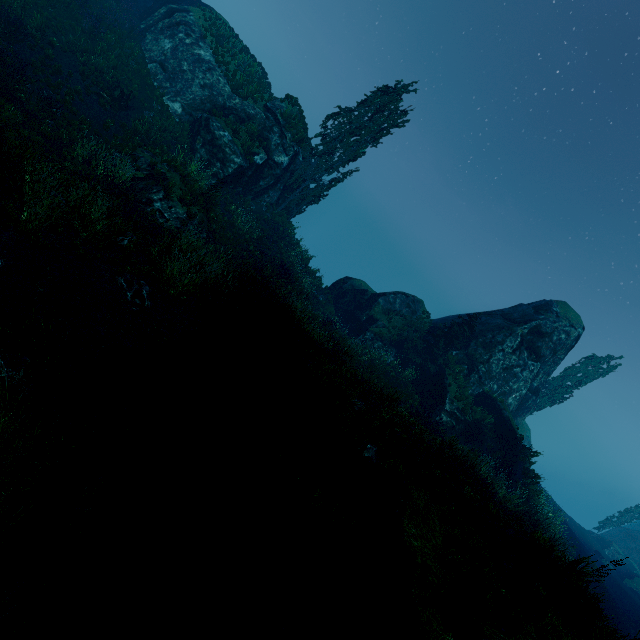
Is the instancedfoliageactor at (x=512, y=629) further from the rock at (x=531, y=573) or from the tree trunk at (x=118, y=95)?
the tree trunk at (x=118, y=95)

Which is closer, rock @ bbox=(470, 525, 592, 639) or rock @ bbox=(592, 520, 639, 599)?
rock @ bbox=(470, 525, 592, 639)

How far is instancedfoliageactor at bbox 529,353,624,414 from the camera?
30.0 meters

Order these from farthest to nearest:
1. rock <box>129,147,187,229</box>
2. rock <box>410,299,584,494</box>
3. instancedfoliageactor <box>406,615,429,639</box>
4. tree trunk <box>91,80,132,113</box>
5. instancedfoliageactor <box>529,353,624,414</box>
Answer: instancedfoliageactor <box>529,353,624,414</box>, rock <box>410,299,584,494</box>, tree trunk <box>91,80,132,113</box>, rock <box>129,147,187,229</box>, instancedfoliageactor <box>406,615,429,639</box>

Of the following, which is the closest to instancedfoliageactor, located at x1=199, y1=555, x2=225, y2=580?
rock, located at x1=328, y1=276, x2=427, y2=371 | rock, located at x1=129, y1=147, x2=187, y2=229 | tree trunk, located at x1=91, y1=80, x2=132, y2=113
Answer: rock, located at x1=328, y1=276, x2=427, y2=371

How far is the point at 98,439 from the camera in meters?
5.0

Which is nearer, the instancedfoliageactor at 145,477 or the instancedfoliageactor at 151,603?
the instancedfoliageactor at 151,603
